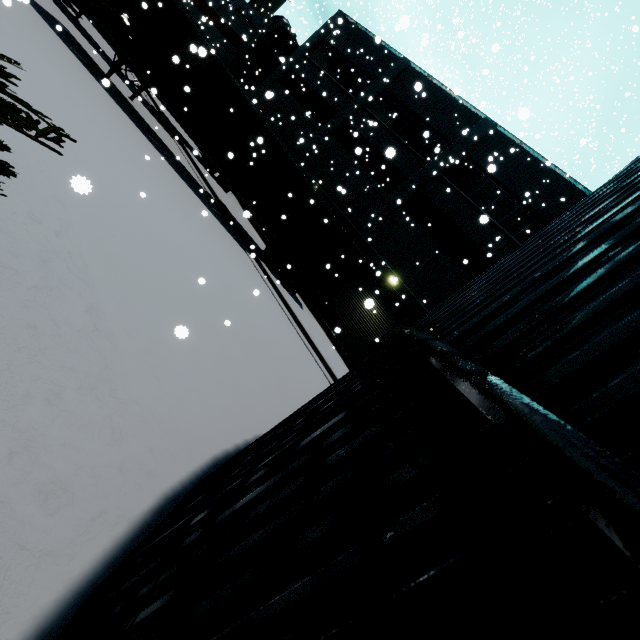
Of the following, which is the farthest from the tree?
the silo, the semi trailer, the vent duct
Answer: the vent duct

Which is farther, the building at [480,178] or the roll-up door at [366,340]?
the roll-up door at [366,340]

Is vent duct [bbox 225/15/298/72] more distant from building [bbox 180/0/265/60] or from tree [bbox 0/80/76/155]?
tree [bbox 0/80/76/155]

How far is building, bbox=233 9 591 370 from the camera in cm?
1751

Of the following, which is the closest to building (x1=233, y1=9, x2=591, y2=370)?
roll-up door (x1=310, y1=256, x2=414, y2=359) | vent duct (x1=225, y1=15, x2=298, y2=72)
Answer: roll-up door (x1=310, y1=256, x2=414, y2=359)

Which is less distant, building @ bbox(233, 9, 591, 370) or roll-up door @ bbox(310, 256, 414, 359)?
building @ bbox(233, 9, 591, 370)

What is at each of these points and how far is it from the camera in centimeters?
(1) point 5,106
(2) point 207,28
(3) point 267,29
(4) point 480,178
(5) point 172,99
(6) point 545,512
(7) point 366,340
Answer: (1) tree, 159cm
(2) building, 3109cm
(3) vent duct, 2589cm
(4) building, 1867cm
(5) semi trailer, 1237cm
(6) silo, 66cm
(7) roll-up door, 1892cm

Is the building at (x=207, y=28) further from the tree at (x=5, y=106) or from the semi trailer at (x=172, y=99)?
the semi trailer at (x=172, y=99)
